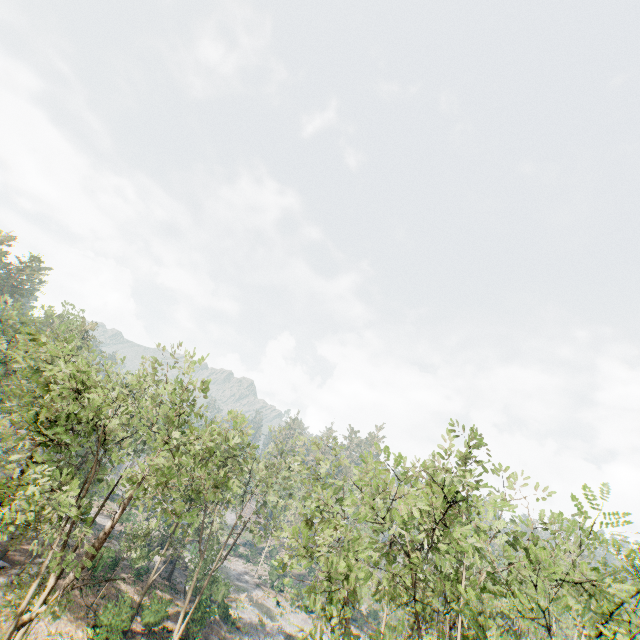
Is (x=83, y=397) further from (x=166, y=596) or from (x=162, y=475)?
(x=166, y=596)
